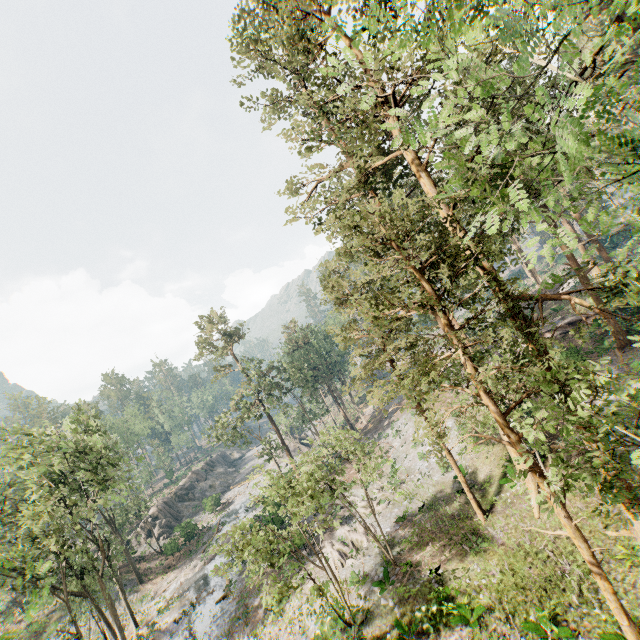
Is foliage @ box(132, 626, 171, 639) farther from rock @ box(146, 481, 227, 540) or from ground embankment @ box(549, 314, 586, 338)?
rock @ box(146, 481, 227, 540)

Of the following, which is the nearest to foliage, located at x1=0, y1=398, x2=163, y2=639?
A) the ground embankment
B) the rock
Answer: the ground embankment

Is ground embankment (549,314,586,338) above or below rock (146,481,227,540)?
above

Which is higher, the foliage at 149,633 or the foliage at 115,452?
the foliage at 115,452

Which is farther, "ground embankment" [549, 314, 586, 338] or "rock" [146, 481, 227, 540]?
"rock" [146, 481, 227, 540]

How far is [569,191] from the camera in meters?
5.3

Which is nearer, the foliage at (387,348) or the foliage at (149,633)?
the foliage at (387,348)
